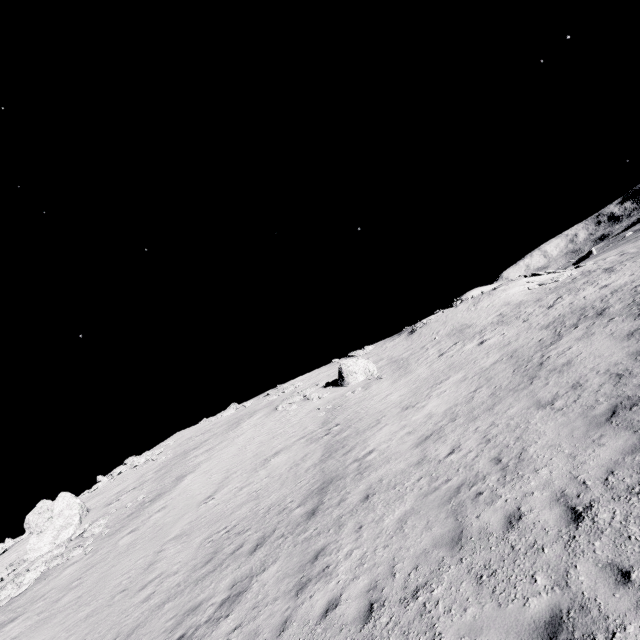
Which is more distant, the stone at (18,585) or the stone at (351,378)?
the stone at (351,378)

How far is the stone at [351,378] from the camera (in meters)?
27.19

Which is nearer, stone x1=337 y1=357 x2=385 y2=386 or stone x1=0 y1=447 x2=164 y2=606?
stone x1=0 y1=447 x2=164 y2=606

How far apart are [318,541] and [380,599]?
3.4m

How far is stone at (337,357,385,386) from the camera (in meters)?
27.19
